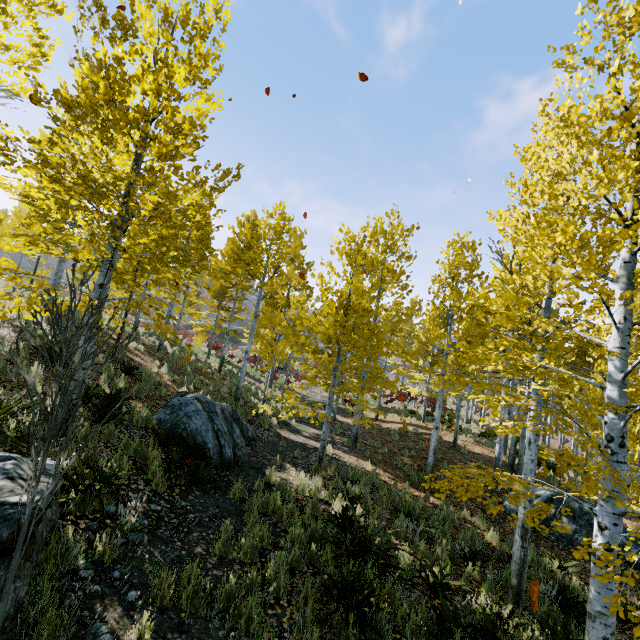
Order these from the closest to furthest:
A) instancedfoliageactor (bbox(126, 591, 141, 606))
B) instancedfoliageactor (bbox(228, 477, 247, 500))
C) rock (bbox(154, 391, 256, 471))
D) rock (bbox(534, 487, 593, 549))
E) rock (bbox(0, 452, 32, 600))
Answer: rock (bbox(0, 452, 32, 600))
instancedfoliageactor (bbox(126, 591, 141, 606))
instancedfoliageactor (bbox(228, 477, 247, 500))
rock (bbox(154, 391, 256, 471))
rock (bbox(534, 487, 593, 549))

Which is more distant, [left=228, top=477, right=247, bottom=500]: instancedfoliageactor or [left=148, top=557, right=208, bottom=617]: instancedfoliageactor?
[left=228, top=477, right=247, bottom=500]: instancedfoliageactor

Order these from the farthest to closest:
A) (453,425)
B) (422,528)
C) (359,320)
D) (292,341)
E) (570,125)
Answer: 1. (453,425)
2. (359,320)
3. (292,341)
4. (422,528)
5. (570,125)

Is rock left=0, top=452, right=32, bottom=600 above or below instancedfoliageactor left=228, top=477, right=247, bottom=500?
above

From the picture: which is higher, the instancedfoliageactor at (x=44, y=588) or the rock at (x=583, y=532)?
the instancedfoliageactor at (x=44, y=588)

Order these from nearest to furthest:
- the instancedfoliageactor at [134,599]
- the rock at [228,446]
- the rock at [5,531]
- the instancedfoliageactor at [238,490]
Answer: the rock at [5,531], the instancedfoliageactor at [134,599], the instancedfoliageactor at [238,490], the rock at [228,446]

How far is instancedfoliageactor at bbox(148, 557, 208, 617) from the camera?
3.5m

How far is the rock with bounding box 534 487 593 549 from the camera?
9.4m
